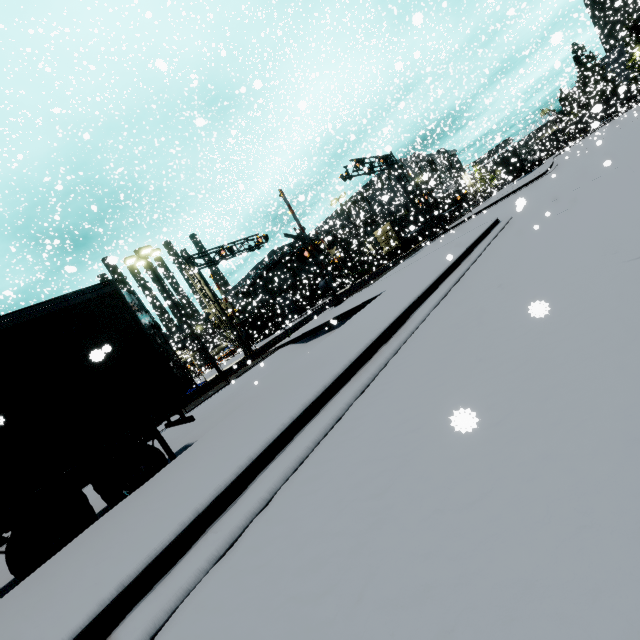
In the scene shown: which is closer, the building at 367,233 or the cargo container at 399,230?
the cargo container at 399,230

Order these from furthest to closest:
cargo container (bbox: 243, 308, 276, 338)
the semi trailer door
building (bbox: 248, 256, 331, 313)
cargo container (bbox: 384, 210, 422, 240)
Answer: building (bbox: 248, 256, 331, 313), cargo container (bbox: 243, 308, 276, 338), cargo container (bbox: 384, 210, 422, 240), the semi trailer door

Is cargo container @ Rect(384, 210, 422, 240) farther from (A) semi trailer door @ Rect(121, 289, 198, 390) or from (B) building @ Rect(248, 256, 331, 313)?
(A) semi trailer door @ Rect(121, 289, 198, 390)

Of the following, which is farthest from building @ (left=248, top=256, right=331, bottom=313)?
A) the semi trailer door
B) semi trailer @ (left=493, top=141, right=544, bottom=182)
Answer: the semi trailer door

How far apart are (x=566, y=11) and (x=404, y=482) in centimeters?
9213cm

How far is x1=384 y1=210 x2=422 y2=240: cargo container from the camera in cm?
3401

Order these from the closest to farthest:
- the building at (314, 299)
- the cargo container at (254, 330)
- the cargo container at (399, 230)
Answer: the cargo container at (399, 230) → the cargo container at (254, 330) → the building at (314, 299)

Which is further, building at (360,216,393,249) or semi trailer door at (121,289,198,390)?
building at (360,216,393,249)
